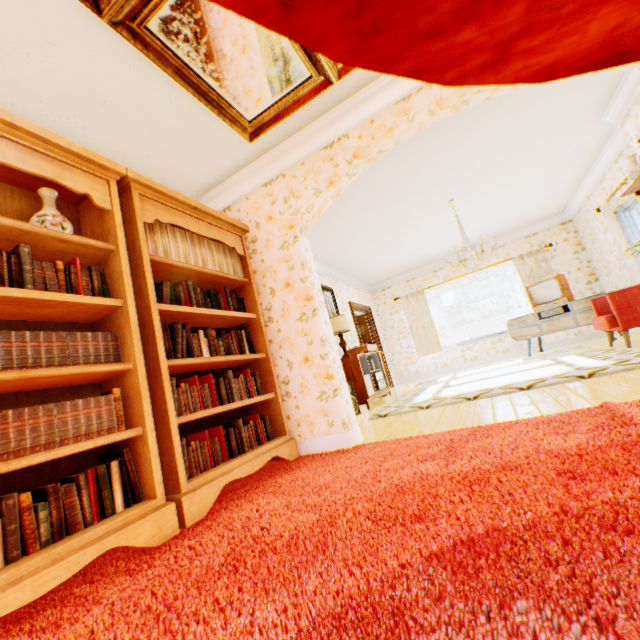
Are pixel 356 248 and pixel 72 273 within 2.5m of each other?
no

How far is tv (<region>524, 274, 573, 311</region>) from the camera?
7.0m

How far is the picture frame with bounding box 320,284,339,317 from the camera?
6.9m

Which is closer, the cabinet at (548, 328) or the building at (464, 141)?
the building at (464, 141)

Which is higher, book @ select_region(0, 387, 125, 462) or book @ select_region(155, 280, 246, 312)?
book @ select_region(155, 280, 246, 312)

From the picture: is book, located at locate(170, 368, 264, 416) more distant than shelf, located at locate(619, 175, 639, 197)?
No

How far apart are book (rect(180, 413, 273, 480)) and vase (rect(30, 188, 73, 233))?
1.5m

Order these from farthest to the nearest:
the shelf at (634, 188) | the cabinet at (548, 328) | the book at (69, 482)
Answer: the cabinet at (548, 328) → the shelf at (634, 188) → the book at (69, 482)
